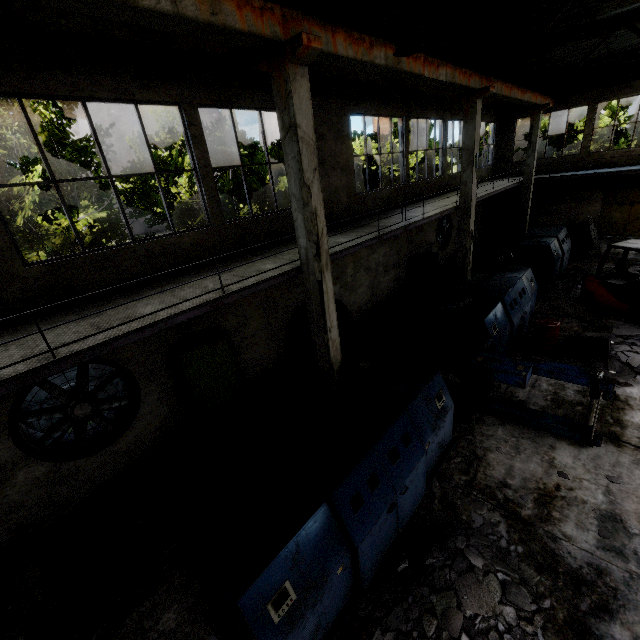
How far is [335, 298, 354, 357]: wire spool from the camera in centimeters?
1069cm

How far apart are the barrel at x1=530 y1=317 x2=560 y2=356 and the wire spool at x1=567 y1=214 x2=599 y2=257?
10.0 meters

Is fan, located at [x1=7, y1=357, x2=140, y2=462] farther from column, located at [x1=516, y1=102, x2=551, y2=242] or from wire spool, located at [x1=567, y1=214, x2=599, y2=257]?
column, located at [x1=516, y1=102, x2=551, y2=242]

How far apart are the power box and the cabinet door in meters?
10.9

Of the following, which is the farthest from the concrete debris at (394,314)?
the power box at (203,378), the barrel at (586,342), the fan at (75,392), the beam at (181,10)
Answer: the fan at (75,392)

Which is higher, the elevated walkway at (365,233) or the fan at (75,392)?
the elevated walkway at (365,233)

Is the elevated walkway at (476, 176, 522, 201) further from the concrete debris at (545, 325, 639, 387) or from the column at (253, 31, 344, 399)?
the concrete debris at (545, 325, 639, 387)

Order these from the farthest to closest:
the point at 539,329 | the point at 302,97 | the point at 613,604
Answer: the point at 539,329, the point at 302,97, the point at 613,604
